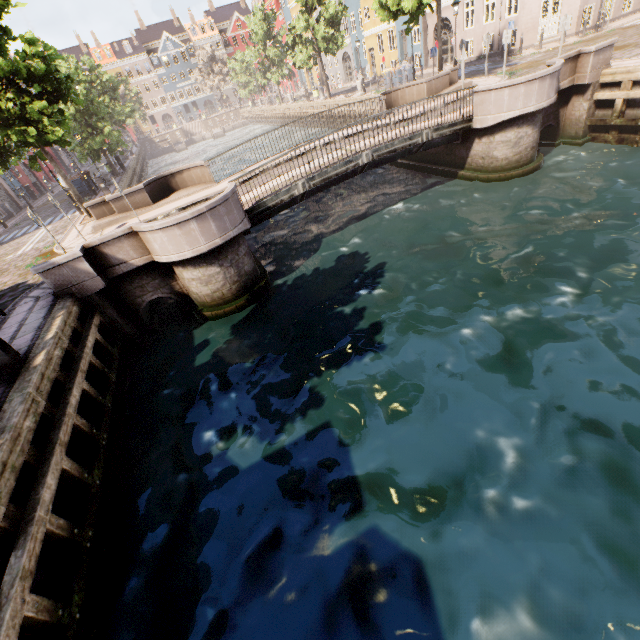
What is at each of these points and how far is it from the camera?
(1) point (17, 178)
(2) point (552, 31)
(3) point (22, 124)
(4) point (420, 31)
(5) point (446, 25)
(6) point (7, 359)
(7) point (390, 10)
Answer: (1) building, 30.5 meters
(2) building, 22.5 meters
(3) tree, 12.5 meters
(4) building, 29.5 meters
(5) building, 29.9 meters
(6) electrical box, 6.0 meters
(7) tree, 17.7 meters

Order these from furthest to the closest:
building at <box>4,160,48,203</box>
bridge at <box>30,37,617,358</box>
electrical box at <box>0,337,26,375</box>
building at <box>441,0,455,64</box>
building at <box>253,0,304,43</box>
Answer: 1. building at <box>253,0,304,43</box>
2. building at <box>4,160,48,203</box>
3. building at <box>441,0,455,64</box>
4. bridge at <box>30,37,617,358</box>
5. electrical box at <box>0,337,26,375</box>

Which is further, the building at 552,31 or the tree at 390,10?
the building at 552,31

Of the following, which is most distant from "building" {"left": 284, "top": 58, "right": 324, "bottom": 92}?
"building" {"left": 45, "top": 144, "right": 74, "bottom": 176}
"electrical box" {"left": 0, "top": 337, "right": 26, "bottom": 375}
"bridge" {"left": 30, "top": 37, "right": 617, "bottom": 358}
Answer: "building" {"left": 45, "top": 144, "right": 74, "bottom": 176}

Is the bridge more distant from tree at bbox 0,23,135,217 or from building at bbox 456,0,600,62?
building at bbox 456,0,600,62

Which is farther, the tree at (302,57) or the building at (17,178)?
the building at (17,178)

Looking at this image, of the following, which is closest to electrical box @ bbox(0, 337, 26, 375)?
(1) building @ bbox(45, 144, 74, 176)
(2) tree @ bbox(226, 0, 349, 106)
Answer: (2) tree @ bbox(226, 0, 349, 106)

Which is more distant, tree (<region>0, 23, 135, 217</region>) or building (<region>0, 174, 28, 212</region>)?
building (<region>0, 174, 28, 212</region>)
